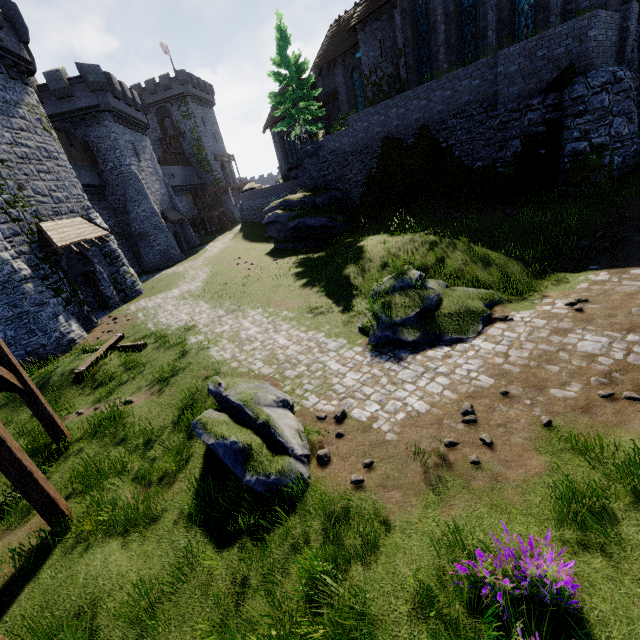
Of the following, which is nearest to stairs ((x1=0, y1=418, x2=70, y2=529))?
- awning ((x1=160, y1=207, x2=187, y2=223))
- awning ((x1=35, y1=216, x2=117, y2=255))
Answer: awning ((x1=35, y1=216, x2=117, y2=255))

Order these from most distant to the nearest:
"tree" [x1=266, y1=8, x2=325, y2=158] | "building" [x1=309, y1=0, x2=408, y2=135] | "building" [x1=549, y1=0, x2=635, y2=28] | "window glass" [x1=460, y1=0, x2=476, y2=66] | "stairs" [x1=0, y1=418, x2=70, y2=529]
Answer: "tree" [x1=266, y1=8, x2=325, y2=158] < "building" [x1=309, y1=0, x2=408, y2=135] < "window glass" [x1=460, y1=0, x2=476, y2=66] < "building" [x1=549, y1=0, x2=635, y2=28] < "stairs" [x1=0, y1=418, x2=70, y2=529]

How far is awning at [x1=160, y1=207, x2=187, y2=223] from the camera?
34.0m

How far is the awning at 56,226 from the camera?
15.9 meters

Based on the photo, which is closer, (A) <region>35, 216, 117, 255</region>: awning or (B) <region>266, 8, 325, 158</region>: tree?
(A) <region>35, 216, 117, 255</region>: awning

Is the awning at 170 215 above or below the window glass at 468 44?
below

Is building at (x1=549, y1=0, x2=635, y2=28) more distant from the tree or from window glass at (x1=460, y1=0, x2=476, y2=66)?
the tree

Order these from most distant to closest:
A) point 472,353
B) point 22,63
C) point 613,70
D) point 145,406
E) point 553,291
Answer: point 22,63 → point 613,70 → point 553,291 → point 145,406 → point 472,353
